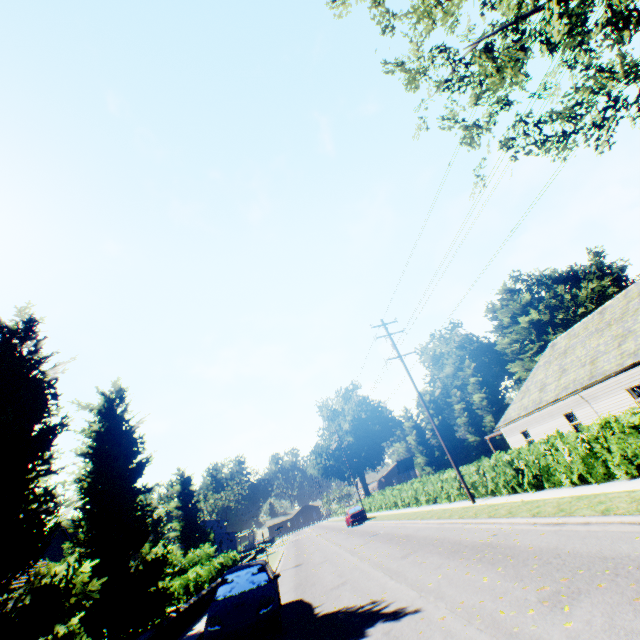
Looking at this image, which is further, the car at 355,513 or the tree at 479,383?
the tree at 479,383

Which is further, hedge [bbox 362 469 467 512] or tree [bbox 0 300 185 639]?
hedge [bbox 362 469 467 512]

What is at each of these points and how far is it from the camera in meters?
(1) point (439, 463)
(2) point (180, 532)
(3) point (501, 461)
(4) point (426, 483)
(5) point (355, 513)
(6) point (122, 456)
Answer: (1) tree, 48.2 m
(2) plant, 48.9 m
(3) hedge, 15.1 m
(4) hedge, 24.4 m
(5) car, 33.7 m
(6) tree, 13.4 m

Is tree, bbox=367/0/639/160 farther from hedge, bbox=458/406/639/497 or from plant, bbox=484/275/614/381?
plant, bbox=484/275/614/381

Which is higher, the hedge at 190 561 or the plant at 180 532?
the plant at 180 532

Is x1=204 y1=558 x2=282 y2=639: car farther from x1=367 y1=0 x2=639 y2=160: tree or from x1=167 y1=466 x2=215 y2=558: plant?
x1=167 y1=466 x2=215 y2=558: plant

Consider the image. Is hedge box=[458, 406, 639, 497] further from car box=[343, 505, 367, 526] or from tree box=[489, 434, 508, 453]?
car box=[343, 505, 367, 526]

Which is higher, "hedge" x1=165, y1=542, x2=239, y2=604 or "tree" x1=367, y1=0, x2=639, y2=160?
"tree" x1=367, y1=0, x2=639, y2=160
